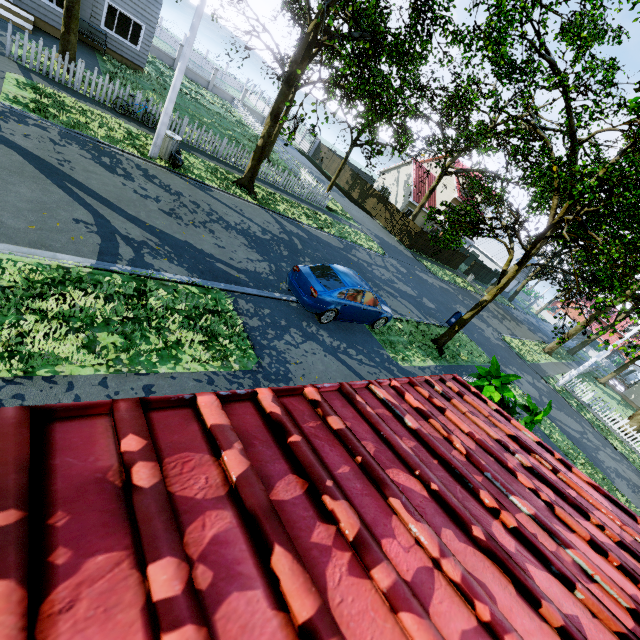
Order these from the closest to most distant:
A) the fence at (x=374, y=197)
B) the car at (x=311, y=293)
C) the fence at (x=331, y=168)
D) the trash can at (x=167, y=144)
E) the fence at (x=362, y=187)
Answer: the car at (x=311, y=293)
the trash can at (x=167, y=144)
the fence at (x=374, y=197)
the fence at (x=362, y=187)
the fence at (x=331, y=168)

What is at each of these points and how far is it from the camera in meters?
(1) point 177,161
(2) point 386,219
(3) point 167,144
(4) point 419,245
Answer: (1) trash bag, 12.4 m
(2) fence, 33.0 m
(3) trash can, 12.1 m
(4) fence, 31.8 m

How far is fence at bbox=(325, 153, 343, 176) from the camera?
38.7 meters

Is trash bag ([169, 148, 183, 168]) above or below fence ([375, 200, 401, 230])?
below

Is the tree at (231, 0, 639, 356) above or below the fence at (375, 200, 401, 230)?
above

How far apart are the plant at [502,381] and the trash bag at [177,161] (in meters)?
12.85
